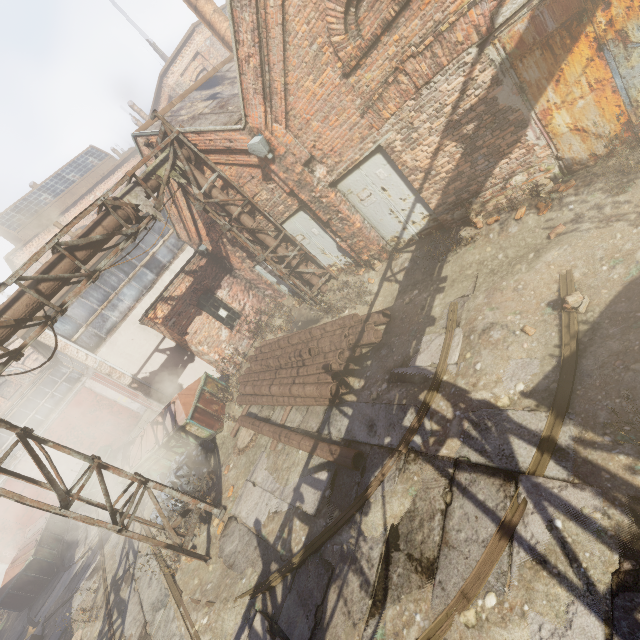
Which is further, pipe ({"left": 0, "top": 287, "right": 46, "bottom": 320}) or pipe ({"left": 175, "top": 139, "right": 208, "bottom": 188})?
pipe ({"left": 175, "top": 139, "right": 208, "bottom": 188})

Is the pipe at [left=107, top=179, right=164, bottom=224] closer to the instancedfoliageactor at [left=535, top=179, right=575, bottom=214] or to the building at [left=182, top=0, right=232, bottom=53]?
the instancedfoliageactor at [left=535, top=179, right=575, bottom=214]

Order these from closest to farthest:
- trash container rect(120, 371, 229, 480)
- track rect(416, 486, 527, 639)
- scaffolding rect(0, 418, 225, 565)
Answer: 1. track rect(416, 486, 527, 639)
2. scaffolding rect(0, 418, 225, 565)
3. trash container rect(120, 371, 229, 480)

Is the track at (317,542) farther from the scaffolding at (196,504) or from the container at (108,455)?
the scaffolding at (196,504)

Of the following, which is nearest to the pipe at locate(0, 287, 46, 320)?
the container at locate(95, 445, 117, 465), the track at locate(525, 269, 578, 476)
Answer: the track at locate(525, 269, 578, 476)

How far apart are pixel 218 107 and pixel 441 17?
6.6 meters

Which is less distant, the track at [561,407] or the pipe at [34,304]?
the track at [561,407]
